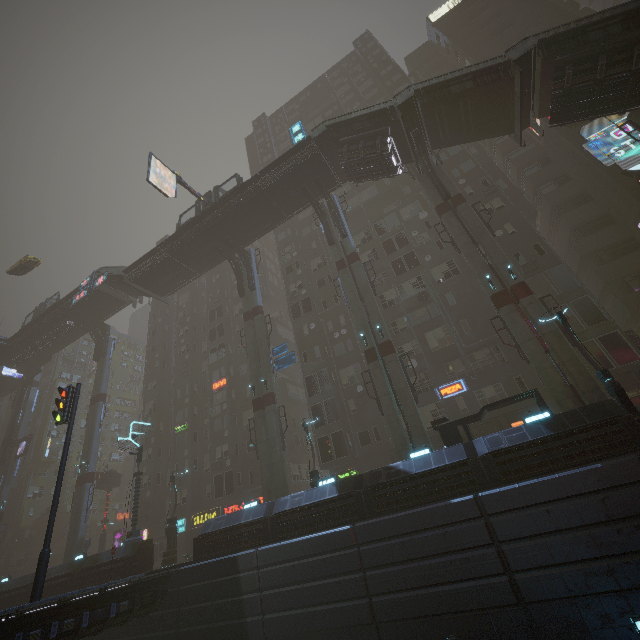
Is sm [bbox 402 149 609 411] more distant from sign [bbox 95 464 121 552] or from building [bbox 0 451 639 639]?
sign [bbox 95 464 121 552]

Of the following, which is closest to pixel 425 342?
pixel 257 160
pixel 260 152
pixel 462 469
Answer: pixel 462 469

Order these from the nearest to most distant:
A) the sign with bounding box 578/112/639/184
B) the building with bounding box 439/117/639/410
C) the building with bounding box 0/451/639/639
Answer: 1. the building with bounding box 0/451/639/639
2. the building with bounding box 439/117/639/410
3. the sign with bounding box 578/112/639/184

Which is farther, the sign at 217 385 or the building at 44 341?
the building at 44 341

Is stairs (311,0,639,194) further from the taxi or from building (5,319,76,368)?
building (5,319,76,368)

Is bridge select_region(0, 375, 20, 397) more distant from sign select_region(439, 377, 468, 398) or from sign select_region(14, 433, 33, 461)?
sign select_region(439, 377, 468, 398)

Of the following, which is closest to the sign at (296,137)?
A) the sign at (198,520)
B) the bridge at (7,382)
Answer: the sign at (198,520)

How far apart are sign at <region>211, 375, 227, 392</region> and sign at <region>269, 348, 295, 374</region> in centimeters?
1041cm
